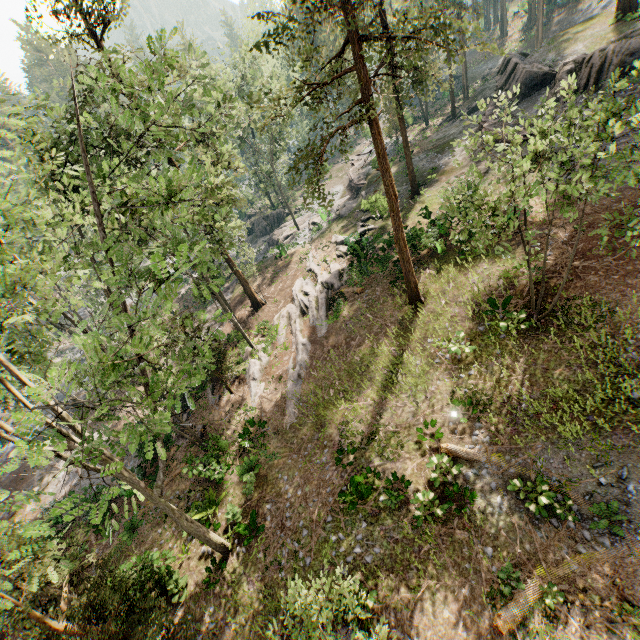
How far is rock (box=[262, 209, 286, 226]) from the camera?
45.4m

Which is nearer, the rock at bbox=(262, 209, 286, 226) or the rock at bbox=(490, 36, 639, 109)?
the rock at bbox=(490, 36, 639, 109)

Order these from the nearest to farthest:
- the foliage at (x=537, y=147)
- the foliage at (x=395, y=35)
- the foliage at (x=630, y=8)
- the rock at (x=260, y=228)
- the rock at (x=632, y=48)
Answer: the foliage at (x=395, y=35), the foliage at (x=537, y=147), the rock at (x=632, y=48), the foliage at (x=630, y=8), the rock at (x=260, y=228)

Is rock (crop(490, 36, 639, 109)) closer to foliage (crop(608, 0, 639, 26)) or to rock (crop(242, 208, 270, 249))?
foliage (crop(608, 0, 639, 26))

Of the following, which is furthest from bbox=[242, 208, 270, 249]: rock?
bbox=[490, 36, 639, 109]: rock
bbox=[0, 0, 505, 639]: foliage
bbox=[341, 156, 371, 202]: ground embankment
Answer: bbox=[490, 36, 639, 109]: rock

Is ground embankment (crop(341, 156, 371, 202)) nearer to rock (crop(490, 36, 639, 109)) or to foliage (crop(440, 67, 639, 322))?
foliage (crop(440, 67, 639, 322))

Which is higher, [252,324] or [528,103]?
[528,103]

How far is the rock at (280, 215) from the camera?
45.38m
